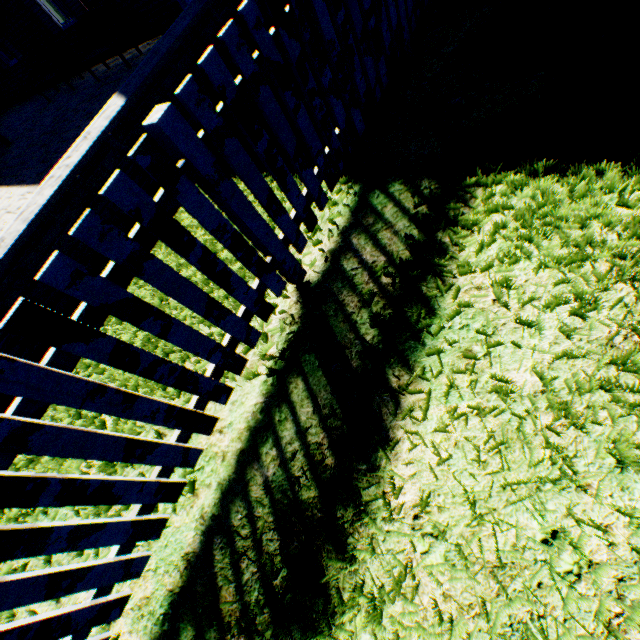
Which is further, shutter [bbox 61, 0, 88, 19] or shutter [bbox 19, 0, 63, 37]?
shutter [bbox 19, 0, 63, 37]

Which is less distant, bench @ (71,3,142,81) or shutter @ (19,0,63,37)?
bench @ (71,3,142,81)

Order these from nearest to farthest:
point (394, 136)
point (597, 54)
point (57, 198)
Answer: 1. point (597, 54)
2. point (394, 136)
3. point (57, 198)

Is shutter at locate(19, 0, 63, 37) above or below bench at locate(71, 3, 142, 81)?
above

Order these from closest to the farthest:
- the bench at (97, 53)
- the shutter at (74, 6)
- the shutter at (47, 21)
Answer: the bench at (97, 53)
the shutter at (74, 6)
the shutter at (47, 21)

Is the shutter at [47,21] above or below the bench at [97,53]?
above

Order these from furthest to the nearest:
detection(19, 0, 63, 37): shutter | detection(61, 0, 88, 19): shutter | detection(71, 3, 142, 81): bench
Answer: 1. detection(19, 0, 63, 37): shutter
2. detection(61, 0, 88, 19): shutter
3. detection(71, 3, 142, 81): bench

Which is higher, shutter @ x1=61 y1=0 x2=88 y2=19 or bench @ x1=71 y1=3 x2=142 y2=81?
shutter @ x1=61 y1=0 x2=88 y2=19
